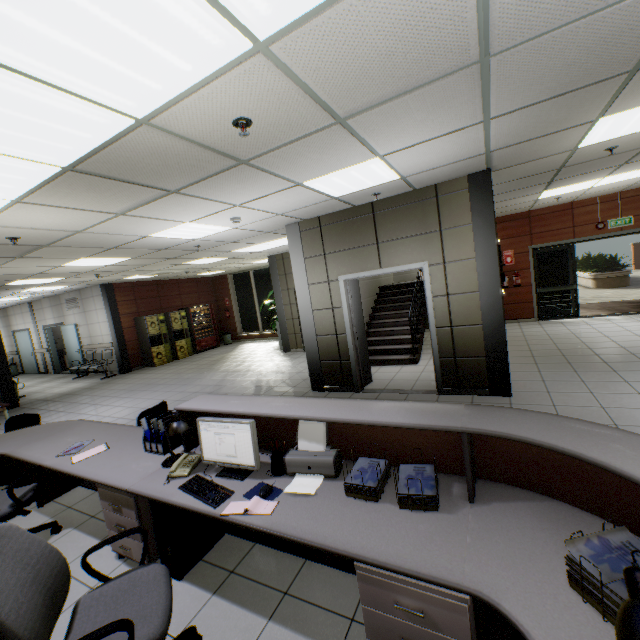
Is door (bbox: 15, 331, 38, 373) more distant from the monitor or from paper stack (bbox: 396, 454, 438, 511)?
paper stack (bbox: 396, 454, 438, 511)

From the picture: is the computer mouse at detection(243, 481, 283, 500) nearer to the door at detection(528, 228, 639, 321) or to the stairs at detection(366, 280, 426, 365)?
the stairs at detection(366, 280, 426, 365)

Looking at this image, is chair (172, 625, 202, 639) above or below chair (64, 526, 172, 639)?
below

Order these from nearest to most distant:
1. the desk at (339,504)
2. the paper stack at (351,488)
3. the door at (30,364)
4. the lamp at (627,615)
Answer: the lamp at (627,615), the desk at (339,504), the paper stack at (351,488), the door at (30,364)

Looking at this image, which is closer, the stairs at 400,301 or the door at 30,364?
the stairs at 400,301

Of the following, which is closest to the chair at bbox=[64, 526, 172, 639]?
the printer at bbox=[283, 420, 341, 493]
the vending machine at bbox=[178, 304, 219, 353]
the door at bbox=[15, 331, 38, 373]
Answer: the printer at bbox=[283, 420, 341, 493]

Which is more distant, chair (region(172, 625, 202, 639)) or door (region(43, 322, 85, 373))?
door (region(43, 322, 85, 373))

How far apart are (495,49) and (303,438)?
2.78m
